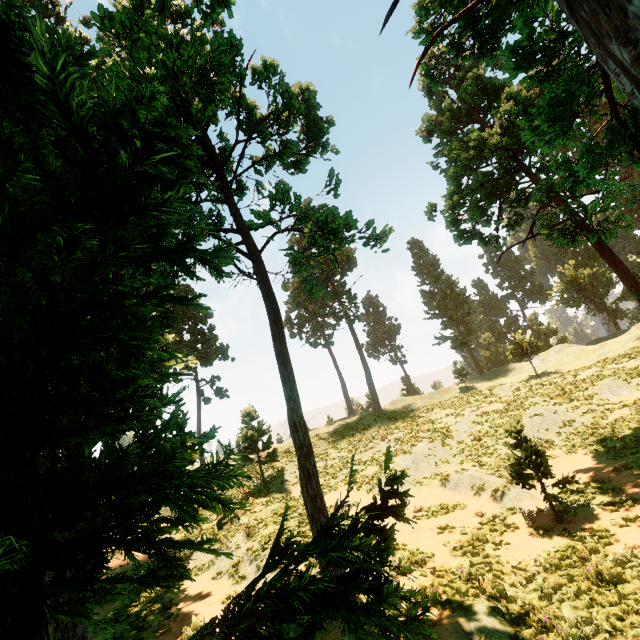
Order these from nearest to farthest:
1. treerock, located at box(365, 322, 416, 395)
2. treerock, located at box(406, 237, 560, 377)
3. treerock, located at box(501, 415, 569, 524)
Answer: treerock, located at box(501, 415, 569, 524)
treerock, located at box(406, 237, 560, 377)
treerock, located at box(365, 322, 416, 395)

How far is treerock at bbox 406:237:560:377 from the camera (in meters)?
35.91

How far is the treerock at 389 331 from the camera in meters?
55.2 m

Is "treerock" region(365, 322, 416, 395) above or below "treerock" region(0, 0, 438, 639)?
above

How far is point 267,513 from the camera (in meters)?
17.14

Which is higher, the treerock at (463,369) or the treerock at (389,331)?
the treerock at (389,331)
